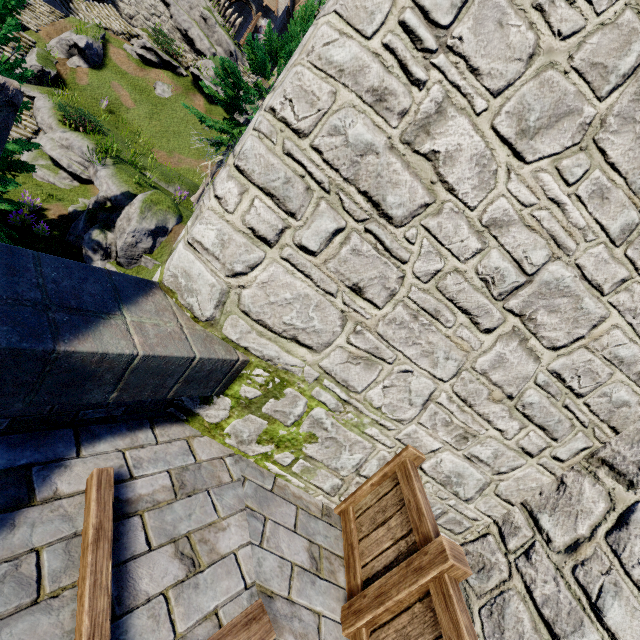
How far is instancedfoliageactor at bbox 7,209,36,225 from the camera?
11.3 meters

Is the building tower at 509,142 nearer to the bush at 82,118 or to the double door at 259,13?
the bush at 82,118

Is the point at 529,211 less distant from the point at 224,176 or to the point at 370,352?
the point at 370,352

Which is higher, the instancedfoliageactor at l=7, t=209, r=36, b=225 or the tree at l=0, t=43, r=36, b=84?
the tree at l=0, t=43, r=36, b=84

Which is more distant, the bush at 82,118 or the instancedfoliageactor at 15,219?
the bush at 82,118

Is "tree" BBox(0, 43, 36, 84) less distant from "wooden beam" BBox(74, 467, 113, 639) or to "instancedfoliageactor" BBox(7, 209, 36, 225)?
"instancedfoliageactor" BBox(7, 209, 36, 225)

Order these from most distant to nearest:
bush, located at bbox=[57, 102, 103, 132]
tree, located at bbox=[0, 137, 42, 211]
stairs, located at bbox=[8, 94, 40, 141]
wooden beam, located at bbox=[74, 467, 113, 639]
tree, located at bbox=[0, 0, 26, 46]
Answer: stairs, located at bbox=[8, 94, 40, 141], bush, located at bbox=[57, 102, 103, 132], tree, located at bbox=[0, 137, 42, 211], tree, located at bbox=[0, 0, 26, 46], wooden beam, located at bbox=[74, 467, 113, 639]

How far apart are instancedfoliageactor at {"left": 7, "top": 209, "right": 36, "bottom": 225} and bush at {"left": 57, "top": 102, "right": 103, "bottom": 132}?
5.86m
